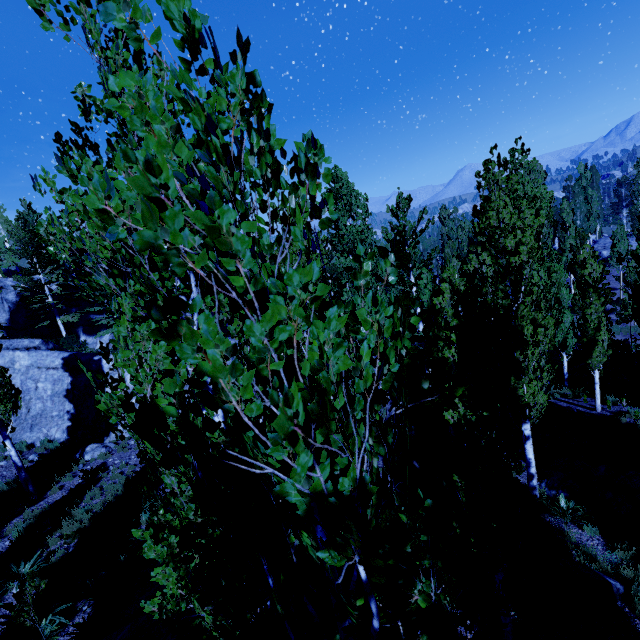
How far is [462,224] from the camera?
36.50m

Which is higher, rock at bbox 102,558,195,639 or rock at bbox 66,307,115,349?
rock at bbox 66,307,115,349

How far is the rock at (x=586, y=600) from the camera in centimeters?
698cm

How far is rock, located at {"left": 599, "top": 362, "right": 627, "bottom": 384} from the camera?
18.0 meters

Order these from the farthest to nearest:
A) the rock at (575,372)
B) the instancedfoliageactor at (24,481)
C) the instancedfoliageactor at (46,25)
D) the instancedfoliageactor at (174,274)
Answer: the rock at (575,372) → the instancedfoliageactor at (24,481) → the instancedfoliageactor at (46,25) → the instancedfoliageactor at (174,274)

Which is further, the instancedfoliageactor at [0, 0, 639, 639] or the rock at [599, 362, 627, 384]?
the rock at [599, 362, 627, 384]

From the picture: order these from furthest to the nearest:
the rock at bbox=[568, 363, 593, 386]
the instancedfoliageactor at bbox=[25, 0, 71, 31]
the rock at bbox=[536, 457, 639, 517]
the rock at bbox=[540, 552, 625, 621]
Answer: the rock at bbox=[568, 363, 593, 386] < the rock at bbox=[536, 457, 639, 517] < the rock at bbox=[540, 552, 625, 621] < the instancedfoliageactor at bbox=[25, 0, 71, 31]

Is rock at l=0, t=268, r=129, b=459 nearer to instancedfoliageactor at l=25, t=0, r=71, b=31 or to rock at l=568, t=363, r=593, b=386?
instancedfoliageactor at l=25, t=0, r=71, b=31
